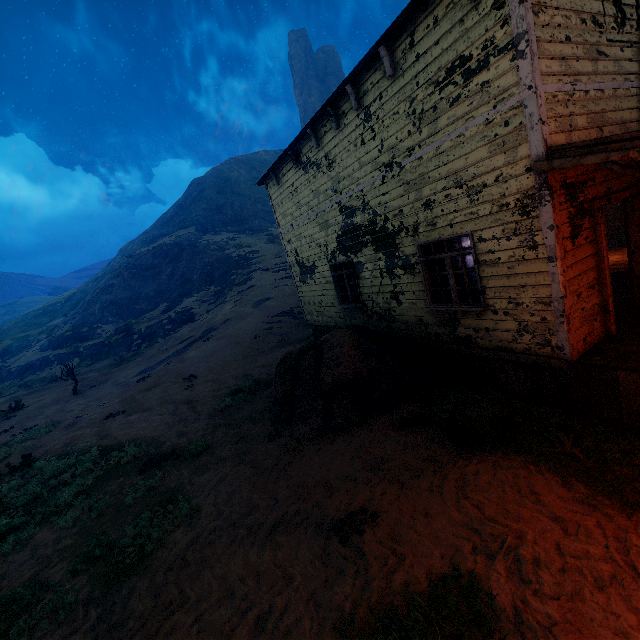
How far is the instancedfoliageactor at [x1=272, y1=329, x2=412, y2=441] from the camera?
7.1 meters

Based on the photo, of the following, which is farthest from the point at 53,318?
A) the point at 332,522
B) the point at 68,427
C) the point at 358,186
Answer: the point at 332,522

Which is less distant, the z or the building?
the z

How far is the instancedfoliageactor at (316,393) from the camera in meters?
7.1 m

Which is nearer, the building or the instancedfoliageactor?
the building

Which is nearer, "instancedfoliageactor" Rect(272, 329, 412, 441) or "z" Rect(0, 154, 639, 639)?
"z" Rect(0, 154, 639, 639)

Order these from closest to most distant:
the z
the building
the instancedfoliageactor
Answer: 1. the z
2. the building
3. the instancedfoliageactor

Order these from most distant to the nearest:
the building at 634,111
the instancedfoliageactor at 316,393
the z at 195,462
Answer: the instancedfoliageactor at 316,393, the building at 634,111, the z at 195,462
